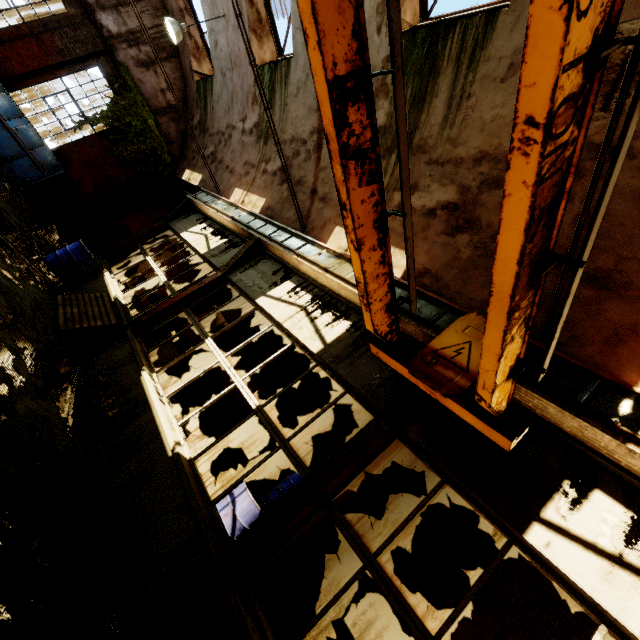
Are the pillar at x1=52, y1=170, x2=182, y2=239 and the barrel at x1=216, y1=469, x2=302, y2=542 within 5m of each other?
no

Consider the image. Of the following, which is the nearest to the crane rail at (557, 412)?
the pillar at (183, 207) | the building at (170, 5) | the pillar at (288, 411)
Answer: the building at (170, 5)

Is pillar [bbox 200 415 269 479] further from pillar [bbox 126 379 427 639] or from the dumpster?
the dumpster

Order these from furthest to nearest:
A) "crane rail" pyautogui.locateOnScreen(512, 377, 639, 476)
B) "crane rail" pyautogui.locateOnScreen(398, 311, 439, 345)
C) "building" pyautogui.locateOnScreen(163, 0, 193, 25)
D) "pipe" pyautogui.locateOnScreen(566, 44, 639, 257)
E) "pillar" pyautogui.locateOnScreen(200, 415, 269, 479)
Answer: "building" pyautogui.locateOnScreen(163, 0, 193, 25) → "pillar" pyautogui.locateOnScreen(200, 415, 269, 479) → "crane rail" pyautogui.locateOnScreen(398, 311, 439, 345) → "crane rail" pyautogui.locateOnScreen(512, 377, 639, 476) → "pipe" pyautogui.locateOnScreen(566, 44, 639, 257)

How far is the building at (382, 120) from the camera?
5.52m

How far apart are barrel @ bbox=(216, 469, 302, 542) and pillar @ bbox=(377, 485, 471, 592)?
2.1 meters

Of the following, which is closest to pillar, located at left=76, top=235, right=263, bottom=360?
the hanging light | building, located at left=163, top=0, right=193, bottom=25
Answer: building, located at left=163, top=0, right=193, bottom=25

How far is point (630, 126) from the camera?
1.28m
